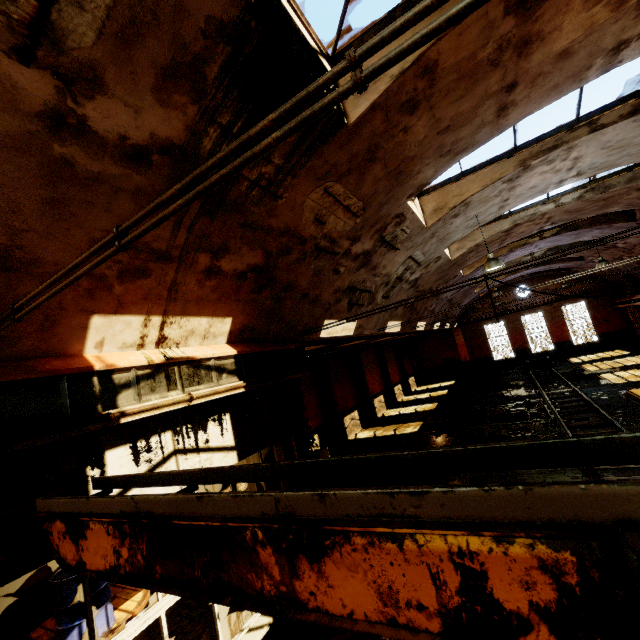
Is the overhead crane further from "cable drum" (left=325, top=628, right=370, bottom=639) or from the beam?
"cable drum" (left=325, top=628, right=370, bottom=639)

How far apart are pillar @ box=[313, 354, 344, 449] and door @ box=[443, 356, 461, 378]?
19.89m

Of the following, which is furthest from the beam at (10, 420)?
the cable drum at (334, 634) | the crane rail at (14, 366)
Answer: the cable drum at (334, 634)

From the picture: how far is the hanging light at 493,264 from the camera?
8.86m

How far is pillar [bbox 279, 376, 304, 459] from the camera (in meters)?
6.08

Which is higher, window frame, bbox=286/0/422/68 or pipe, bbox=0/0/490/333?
window frame, bbox=286/0/422/68

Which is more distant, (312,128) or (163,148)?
(312,128)

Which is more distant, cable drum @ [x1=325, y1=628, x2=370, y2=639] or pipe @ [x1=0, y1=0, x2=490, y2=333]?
cable drum @ [x1=325, y1=628, x2=370, y2=639]
